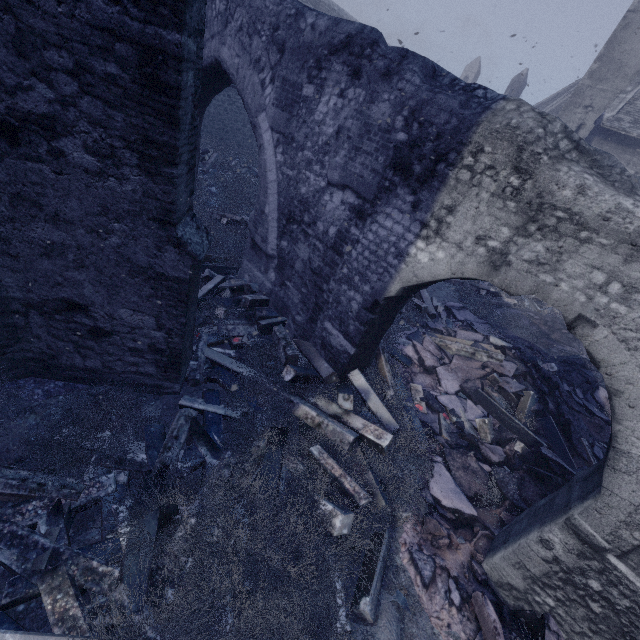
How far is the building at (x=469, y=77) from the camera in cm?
3700

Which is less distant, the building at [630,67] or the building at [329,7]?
the building at [630,67]

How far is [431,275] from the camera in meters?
3.7 m

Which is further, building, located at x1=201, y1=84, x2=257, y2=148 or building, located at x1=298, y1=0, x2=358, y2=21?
building, located at x1=298, y1=0, x2=358, y2=21

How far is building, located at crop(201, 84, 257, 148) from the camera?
15.23m

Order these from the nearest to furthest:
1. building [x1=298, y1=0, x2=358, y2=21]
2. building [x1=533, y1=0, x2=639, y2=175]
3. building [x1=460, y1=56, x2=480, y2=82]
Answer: building [x1=533, y1=0, x2=639, y2=175], building [x1=298, y1=0, x2=358, y2=21], building [x1=460, y1=56, x2=480, y2=82]
